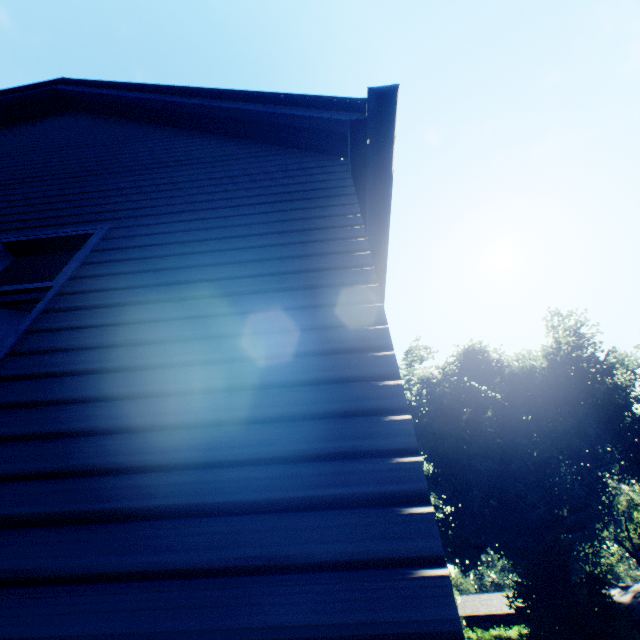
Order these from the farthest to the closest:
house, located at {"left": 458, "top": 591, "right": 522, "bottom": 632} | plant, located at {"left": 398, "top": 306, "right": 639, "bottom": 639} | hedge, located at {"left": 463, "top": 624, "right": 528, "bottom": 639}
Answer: house, located at {"left": 458, "top": 591, "right": 522, "bottom": 632} → hedge, located at {"left": 463, "top": 624, "right": 528, "bottom": 639} → plant, located at {"left": 398, "top": 306, "right": 639, "bottom": 639}

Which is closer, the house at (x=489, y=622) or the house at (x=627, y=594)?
the house at (x=627, y=594)

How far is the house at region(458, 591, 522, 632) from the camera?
40.7m

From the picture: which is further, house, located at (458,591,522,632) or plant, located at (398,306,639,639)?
house, located at (458,591,522,632)

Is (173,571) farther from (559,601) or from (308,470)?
(559,601)

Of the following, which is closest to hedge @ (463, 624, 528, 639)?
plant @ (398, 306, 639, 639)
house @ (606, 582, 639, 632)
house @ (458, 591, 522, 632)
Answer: plant @ (398, 306, 639, 639)

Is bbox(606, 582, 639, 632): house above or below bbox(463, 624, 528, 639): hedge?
above

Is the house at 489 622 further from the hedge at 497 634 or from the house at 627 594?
the house at 627 594
